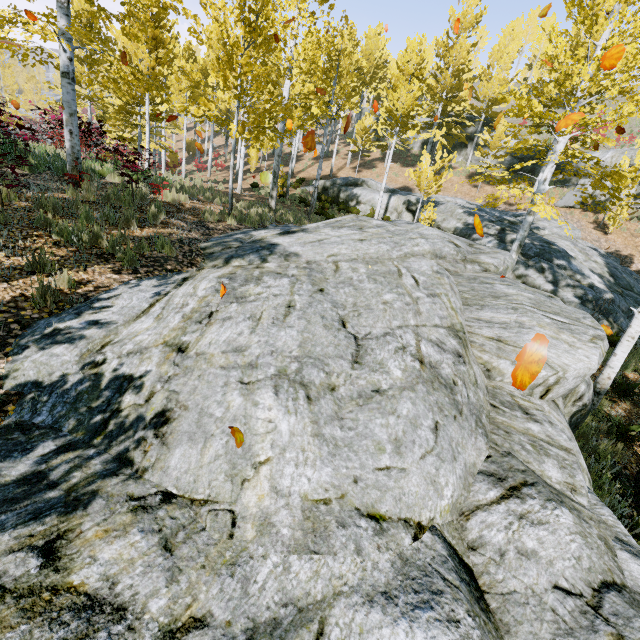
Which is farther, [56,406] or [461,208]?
[461,208]

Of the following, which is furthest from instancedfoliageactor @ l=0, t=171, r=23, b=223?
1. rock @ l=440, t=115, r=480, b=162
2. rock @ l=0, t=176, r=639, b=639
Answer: rock @ l=440, t=115, r=480, b=162

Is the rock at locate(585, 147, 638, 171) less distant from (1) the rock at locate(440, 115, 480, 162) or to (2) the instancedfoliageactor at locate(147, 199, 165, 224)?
(1) the rock at locate(440, 115, 480, 162)

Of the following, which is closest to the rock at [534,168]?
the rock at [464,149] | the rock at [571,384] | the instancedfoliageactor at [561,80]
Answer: the rock at [464,149]

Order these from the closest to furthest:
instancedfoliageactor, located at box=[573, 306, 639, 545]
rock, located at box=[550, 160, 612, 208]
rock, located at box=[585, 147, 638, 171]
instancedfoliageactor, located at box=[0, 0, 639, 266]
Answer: instancedfoliageactor, located at box=[573, 306, 639, 545] < instancedfoliageactor, located at box=[0, 0, 639, 266] < rock, located at box=[585, 147, 638, 171] < rock, located at box=[550, 160, 612, 208]

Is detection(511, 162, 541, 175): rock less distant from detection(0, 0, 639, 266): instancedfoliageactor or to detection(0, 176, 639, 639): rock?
detection(0, 0, 639, 266): instancedfoliageactor

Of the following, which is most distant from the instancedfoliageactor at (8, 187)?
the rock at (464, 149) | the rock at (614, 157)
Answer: the rock at (464, 149)

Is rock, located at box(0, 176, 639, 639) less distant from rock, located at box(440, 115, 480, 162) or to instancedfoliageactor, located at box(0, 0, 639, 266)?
instancedfoliageactor, located at box(0, 0, 639, 266)
